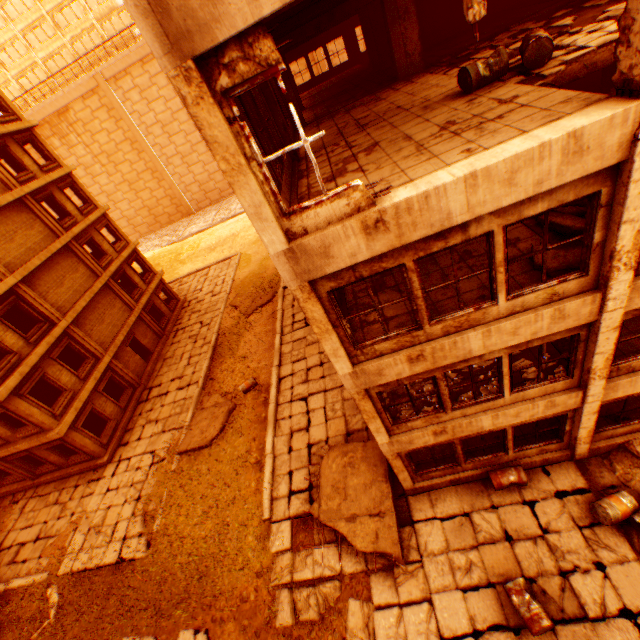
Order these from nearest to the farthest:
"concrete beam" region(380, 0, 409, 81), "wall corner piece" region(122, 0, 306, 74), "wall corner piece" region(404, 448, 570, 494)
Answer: "wall corner piece" region(122, 0, 306, 74) → "wall corner piece" region(404, 448, 570, 494) → "concrete beam" region(380, 0, 409, 81)

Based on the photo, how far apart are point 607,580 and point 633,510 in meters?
1.8

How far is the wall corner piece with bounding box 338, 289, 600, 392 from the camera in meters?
5.8 m

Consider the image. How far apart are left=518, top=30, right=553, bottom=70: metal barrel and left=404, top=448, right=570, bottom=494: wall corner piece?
9.7m

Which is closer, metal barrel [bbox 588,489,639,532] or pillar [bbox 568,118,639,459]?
pillar [bbox 568,118,639,459]

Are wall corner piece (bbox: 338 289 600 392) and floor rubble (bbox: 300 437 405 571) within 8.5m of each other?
yes

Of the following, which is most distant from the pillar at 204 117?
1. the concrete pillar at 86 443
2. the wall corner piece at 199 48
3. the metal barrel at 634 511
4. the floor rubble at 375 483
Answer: the concrete pillar at 86 443

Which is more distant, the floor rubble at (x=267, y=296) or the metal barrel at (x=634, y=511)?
the floor rubble at (x=267, y=296)
